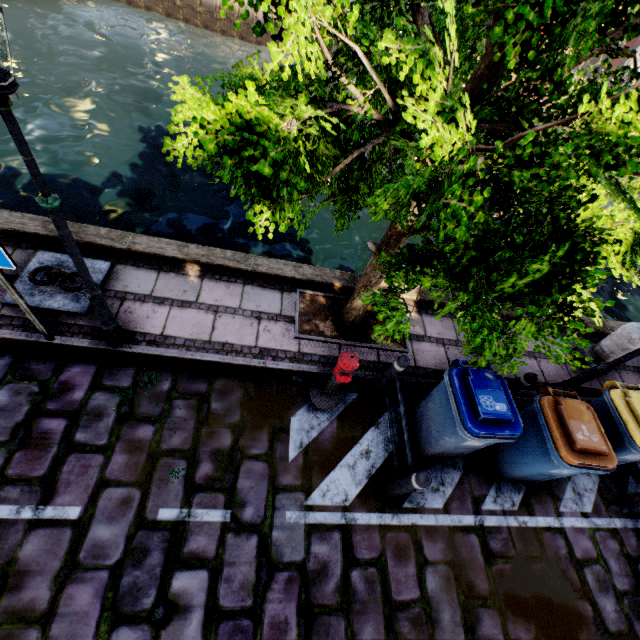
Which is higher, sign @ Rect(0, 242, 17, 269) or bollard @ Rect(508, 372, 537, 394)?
sign @ Rect(0, 242, 17, 269)

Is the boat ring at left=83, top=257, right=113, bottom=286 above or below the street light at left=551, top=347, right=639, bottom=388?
below

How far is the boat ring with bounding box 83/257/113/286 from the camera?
4.7m

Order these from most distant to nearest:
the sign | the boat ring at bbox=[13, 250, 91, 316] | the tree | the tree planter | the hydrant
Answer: the tree planter < the boat ring at bbox=[13, 250, 91, 316] < the hydrant < the sign < the tree

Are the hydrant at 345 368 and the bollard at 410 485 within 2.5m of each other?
yes

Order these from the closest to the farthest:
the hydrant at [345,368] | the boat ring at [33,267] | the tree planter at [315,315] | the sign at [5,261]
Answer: the sign at [5,261] < the hydrant at [345,368] < the boat ring at [33,267] < the tree planter at [315,315]

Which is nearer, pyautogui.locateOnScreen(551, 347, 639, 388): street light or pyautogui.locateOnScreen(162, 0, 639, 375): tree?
pyautogui.locateOnScreen(162, 0, 639, 375): tree

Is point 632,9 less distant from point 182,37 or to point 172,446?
point 172,446
